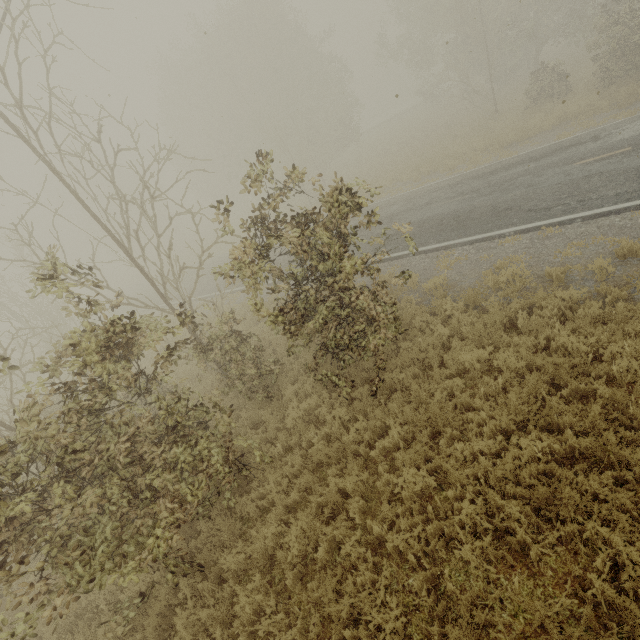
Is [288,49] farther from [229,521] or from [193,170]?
[229,521]
